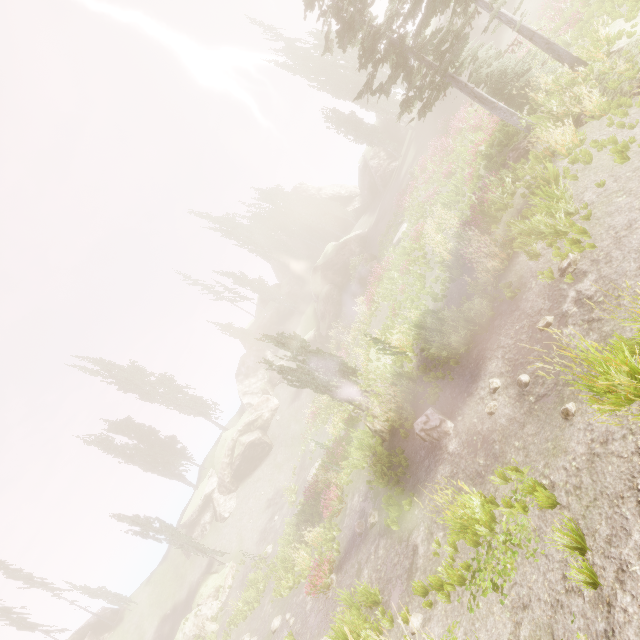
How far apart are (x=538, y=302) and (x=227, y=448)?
36.77m

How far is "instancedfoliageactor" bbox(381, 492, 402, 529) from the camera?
10.63m

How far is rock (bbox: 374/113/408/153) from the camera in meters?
39.4 m

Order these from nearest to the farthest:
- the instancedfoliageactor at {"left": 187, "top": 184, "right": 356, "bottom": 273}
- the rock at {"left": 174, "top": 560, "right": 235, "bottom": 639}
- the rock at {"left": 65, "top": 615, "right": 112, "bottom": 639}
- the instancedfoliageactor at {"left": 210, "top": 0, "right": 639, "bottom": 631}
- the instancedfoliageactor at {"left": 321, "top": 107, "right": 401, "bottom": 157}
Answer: the instancedfoliageactor at {"left": 210, "top": 0, "right": 639, "bottom": 631}
the rock at {"left": 174, "top": 560, "right": 235, "bottom": 639}
the rock at {"left": 65, "top": 615, "right": 112, "bottom": 639}
the instancedfoliageactor at {"left": 321, "top": 107, "right": 401, "bottom": 157}
the instancedfoliageactor at {"left": 187, "top": 184, "right": 356, "bottom": 273}

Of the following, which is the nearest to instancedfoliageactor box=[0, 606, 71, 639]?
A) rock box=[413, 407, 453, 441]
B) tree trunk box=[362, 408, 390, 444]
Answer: rock box=[413, 407, 453, 441]

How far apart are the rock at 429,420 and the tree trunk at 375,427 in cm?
264

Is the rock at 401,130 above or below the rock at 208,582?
above
